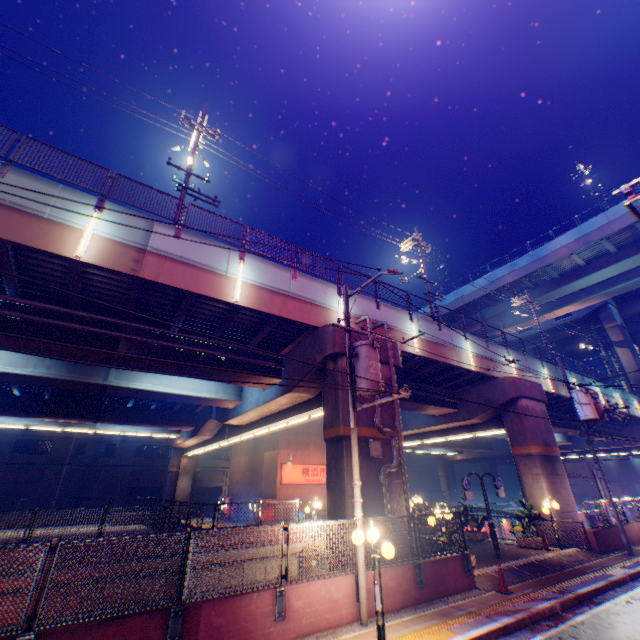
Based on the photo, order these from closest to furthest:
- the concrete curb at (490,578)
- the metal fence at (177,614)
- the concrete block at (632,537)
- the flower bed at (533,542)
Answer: the metal fence at (177,614)
the concrete curb at (490,578)
the flower bed at (533,542)
the concrete block at (632,537)

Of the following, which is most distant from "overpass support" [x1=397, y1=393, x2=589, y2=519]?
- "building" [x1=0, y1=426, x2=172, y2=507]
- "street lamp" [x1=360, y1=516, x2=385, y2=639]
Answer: "building" [x1=0, y1=426, x2=172, y2=507]

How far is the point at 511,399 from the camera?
20.3 meters

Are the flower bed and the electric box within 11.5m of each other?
yes

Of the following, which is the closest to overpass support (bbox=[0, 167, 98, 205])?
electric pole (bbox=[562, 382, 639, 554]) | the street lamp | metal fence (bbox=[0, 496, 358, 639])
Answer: metal fence (bbox=[0, 496, 358, 639])

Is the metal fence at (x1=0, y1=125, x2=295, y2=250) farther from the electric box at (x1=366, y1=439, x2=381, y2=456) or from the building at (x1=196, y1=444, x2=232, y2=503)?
the building at (x1=196, y1=444, x2=232, y2=503)

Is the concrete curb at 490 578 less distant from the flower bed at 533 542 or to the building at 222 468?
the flower bed at 533 542

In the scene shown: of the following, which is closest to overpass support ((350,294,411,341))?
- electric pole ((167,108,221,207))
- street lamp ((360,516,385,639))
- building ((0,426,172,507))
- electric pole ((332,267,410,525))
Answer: electric pole ((332,267,410,525))
